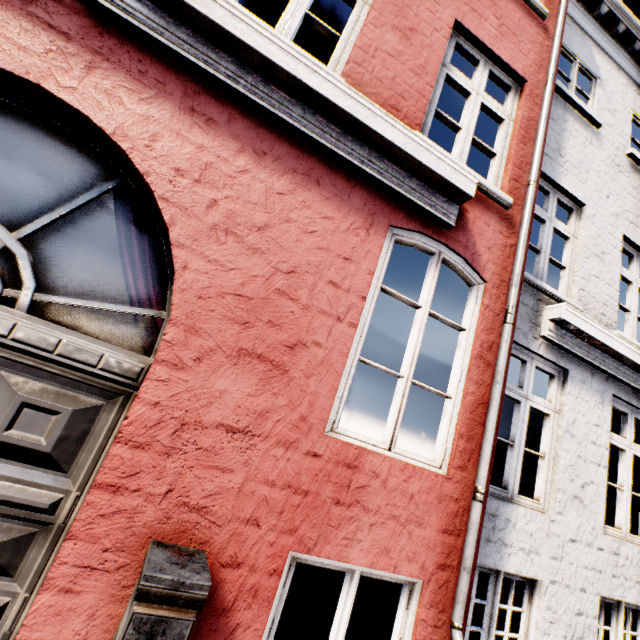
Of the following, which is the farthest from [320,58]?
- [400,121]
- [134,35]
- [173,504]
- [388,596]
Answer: [388,596]

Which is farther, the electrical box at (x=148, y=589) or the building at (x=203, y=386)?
the building at (x=203, y=386)

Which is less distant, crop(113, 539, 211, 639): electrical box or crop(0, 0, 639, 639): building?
crop(113, 539, 211, 639): electrical box
